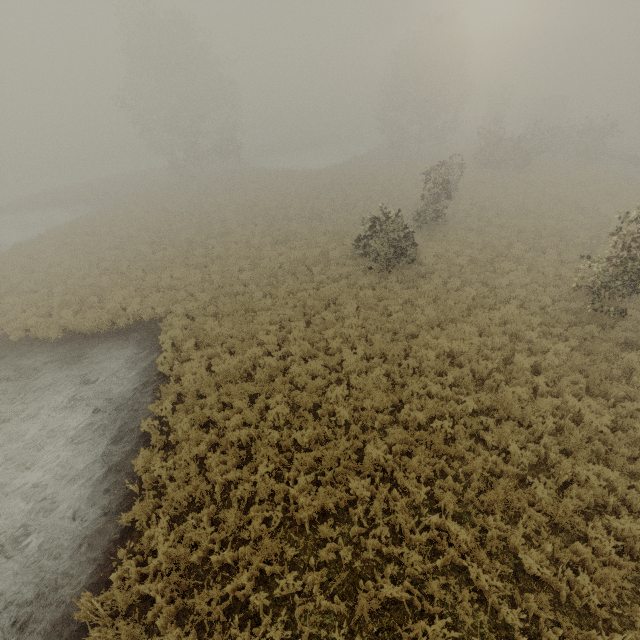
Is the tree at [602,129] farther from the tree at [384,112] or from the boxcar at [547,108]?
the boxcar at [547,108]

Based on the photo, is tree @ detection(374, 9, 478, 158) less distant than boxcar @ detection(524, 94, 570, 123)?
Yes

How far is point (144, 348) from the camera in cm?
1287

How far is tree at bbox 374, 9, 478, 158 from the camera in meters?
35.2 m

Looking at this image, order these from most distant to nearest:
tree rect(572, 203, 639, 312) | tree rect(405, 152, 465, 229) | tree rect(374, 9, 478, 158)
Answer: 1. tree rect(374, 9, 478, 158)
2. tree rect(405, 152, 465, 229)
3. tree rect(572, 203, 639, 312)

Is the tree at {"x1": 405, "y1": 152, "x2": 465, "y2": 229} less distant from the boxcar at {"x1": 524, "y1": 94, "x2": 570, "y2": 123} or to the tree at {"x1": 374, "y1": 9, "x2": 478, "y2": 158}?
the tree at {"x1": 374, "y1": 9, "x2": 478, "y2": 158}

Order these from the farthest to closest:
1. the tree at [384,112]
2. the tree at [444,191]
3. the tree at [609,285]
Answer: the tree at [384,112], the tree at [444,191], the tree at [609,285]

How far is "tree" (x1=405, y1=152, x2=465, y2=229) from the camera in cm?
1798
